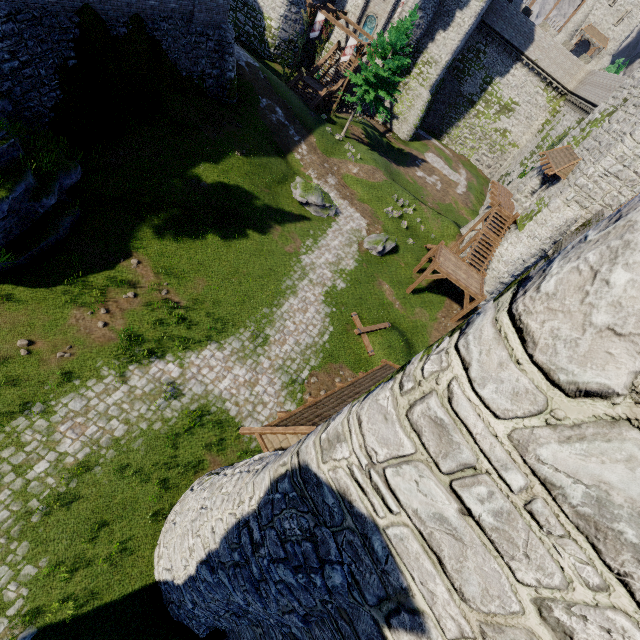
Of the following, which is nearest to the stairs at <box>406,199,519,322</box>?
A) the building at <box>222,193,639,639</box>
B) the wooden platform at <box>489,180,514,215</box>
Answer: the wooden platform at <box>489,180,514,215</box>

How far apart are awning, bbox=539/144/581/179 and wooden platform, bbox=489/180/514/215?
3.1 meters

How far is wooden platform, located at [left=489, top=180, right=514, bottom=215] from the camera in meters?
24.9 m

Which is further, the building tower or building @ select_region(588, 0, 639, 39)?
building @ select_region(588, 0, 639, 39)

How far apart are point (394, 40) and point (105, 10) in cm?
2320

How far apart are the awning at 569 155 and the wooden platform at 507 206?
3.1m

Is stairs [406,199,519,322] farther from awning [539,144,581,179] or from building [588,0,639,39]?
building [588,0,639,39]

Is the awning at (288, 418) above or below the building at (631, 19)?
below
